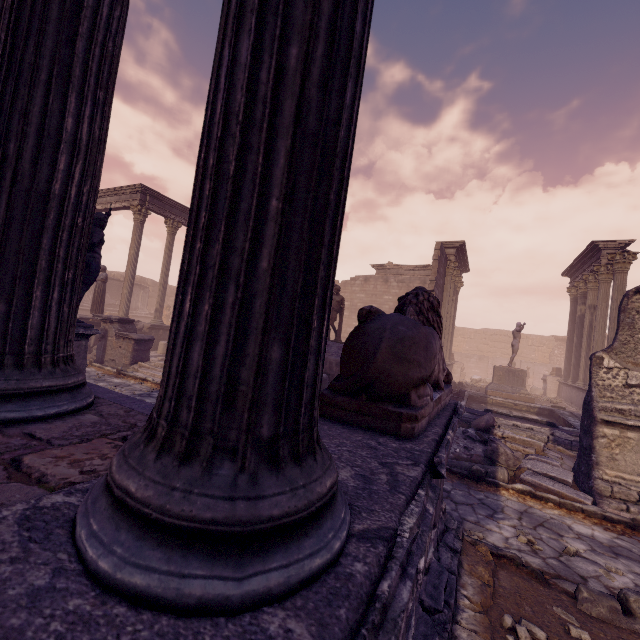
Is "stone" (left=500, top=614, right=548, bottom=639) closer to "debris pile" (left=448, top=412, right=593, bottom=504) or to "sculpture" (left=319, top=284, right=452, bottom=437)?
"sculpture" (left=319, top=284, right=452, bottom=437)

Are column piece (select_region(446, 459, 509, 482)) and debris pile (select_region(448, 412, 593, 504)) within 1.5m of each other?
A: yes

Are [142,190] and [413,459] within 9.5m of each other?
no

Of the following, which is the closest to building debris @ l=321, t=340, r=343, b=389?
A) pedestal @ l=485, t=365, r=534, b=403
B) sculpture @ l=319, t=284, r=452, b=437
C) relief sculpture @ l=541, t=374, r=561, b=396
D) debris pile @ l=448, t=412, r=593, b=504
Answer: debris pile @ l=448, t=412, r=593, b=504

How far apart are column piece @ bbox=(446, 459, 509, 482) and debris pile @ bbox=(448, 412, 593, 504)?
0.00m

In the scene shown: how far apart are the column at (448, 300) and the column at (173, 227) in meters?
15.1 m

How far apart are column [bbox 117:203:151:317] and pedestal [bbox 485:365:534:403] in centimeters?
1712cm

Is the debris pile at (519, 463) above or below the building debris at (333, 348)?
below
